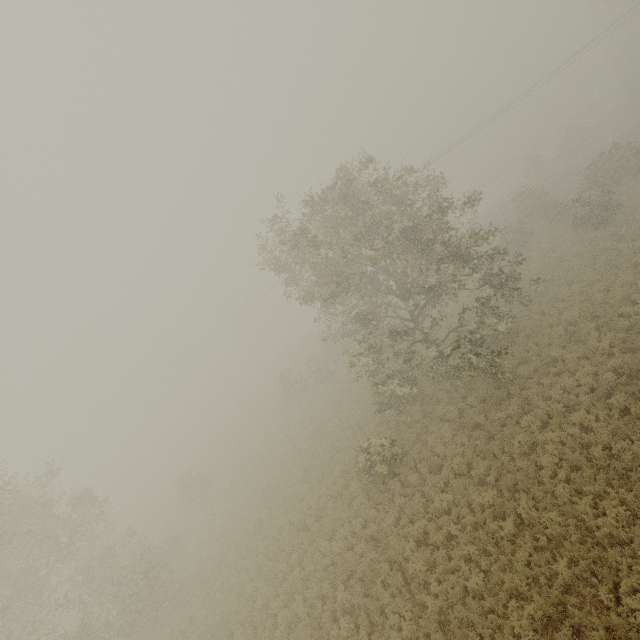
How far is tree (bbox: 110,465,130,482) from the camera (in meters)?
57.91

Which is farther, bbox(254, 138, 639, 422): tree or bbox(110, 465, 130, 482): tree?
bbox(110, 465, 130, 482): tree

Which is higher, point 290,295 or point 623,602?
point 290,295

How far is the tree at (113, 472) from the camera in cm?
5791

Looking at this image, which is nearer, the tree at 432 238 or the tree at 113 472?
the tree at 432 238
